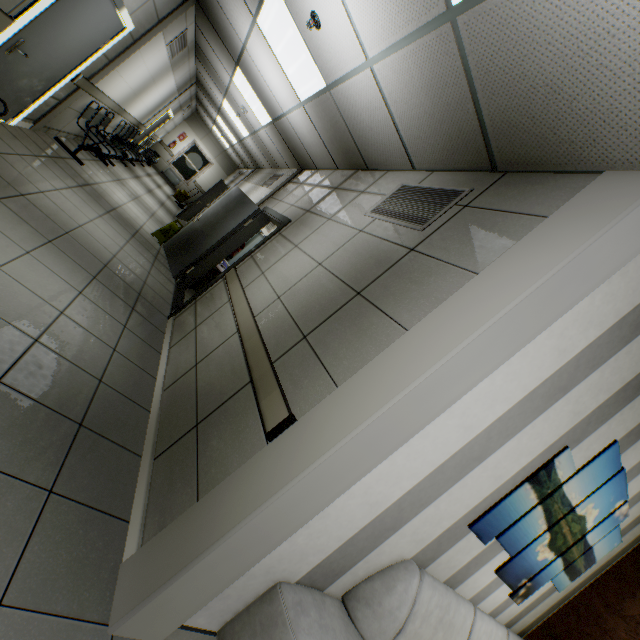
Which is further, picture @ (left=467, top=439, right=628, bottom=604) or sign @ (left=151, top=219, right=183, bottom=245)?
sign @ (left=151, top=219, right=183, bottom=245)

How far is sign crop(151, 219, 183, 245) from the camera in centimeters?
676cm

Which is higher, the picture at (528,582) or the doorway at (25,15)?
the picture at (528,582)

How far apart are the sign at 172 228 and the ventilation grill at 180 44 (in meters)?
3.16

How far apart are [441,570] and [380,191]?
3.4 meters

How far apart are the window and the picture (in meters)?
18.24

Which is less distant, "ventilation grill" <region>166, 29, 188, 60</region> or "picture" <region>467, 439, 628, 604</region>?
"picture" <region>467, 439, 628, 604</region>

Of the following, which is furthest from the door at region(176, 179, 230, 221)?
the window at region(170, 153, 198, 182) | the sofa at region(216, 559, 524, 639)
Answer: the sofa at region(216, 559, 524, 639)
